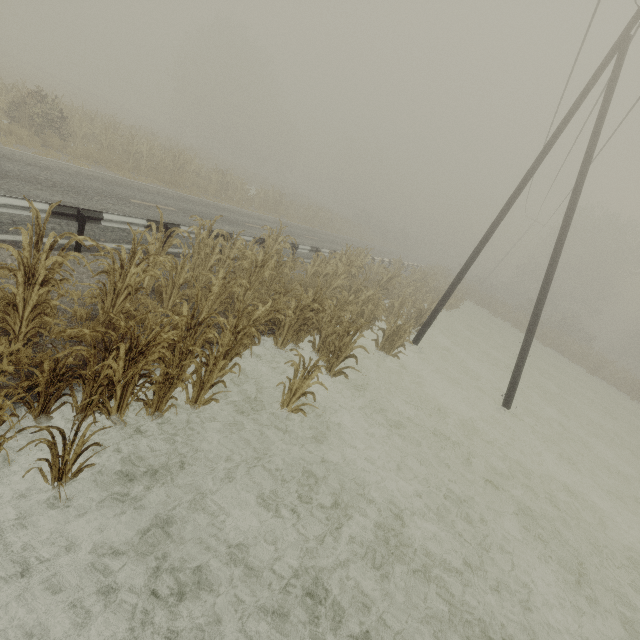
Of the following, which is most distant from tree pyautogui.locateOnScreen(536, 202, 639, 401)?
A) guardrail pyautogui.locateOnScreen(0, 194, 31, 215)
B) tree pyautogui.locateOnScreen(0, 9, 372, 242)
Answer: guardrail pyautogui.locateOnScreen(0, 194, 31, 215)

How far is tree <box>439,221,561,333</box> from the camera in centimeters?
3186cm

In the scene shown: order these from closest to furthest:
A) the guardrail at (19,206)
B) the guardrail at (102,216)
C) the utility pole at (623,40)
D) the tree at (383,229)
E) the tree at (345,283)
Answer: the tree at (345,283) → the guardrail at (19,206) → the guardrail at (102,216) → the utility pole at (623,40) → the tree at (383,229)

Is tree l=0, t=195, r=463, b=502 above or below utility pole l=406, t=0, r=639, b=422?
below

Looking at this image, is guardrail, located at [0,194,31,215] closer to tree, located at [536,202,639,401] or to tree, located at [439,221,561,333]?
tree, located at [439,221,561,333]

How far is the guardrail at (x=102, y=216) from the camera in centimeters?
646cm

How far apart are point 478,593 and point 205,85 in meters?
59.8

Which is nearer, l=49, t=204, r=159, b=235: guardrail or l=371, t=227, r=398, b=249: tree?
l=49, t=204, r=159, b=235: guardrail
